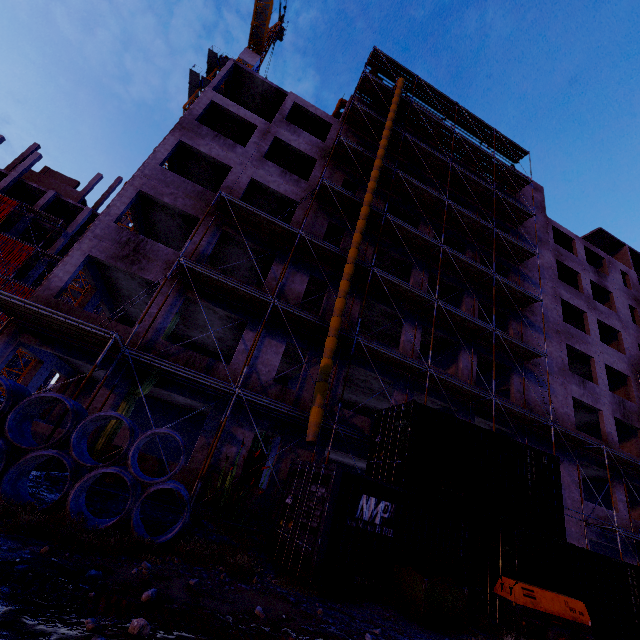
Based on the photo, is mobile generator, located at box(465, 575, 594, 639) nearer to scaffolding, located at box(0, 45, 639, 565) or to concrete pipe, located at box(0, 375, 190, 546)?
scaffolding, located at box(0, 45, 639, 565)

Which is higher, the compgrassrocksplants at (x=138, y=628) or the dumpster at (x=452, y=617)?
the dumpster at (x=452, y=617)

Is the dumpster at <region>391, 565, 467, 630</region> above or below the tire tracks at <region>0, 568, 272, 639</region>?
above

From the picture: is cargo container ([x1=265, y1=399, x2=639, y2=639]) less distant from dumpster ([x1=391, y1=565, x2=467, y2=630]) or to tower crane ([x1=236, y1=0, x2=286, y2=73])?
dumpster ([x1=391, y1=565, x2=467, y2=630])

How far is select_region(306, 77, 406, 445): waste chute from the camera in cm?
1073

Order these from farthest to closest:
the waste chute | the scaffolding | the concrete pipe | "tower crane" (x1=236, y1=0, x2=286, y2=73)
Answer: "tower crane" (x1=236, y1=0, x2=286, y2=73), the scaffolding, the waste chute, the concrete pipe

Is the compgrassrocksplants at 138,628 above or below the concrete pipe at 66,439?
below

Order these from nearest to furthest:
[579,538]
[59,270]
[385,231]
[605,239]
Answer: [59,270], [579,538], [385,231], [605,239]
